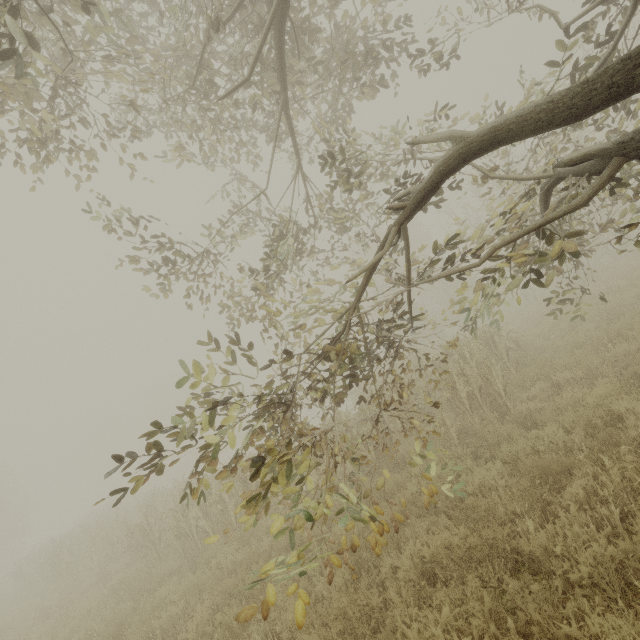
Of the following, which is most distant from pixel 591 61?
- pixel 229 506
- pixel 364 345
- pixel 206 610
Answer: Result: pixel 229 506
